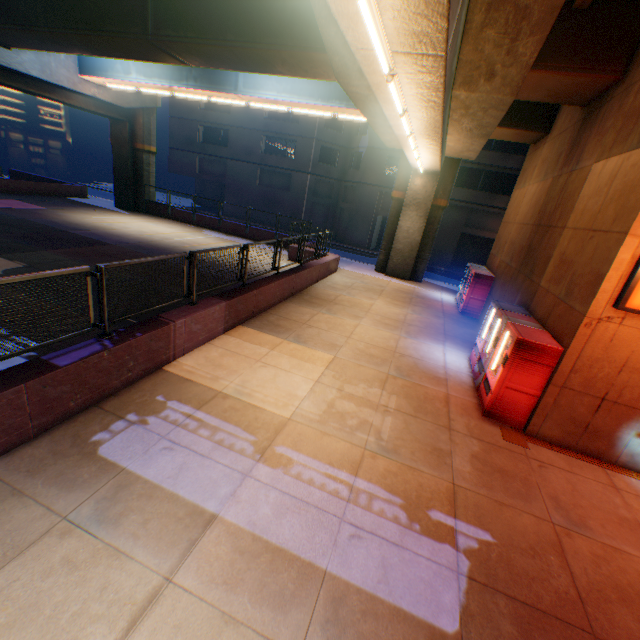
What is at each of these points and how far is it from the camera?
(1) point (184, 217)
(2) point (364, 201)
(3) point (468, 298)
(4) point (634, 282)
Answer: (1) concrete block, 24.62m
(2) building, 30.08m
(3) vending machine, 14.71m
(4) sign, 5.44m

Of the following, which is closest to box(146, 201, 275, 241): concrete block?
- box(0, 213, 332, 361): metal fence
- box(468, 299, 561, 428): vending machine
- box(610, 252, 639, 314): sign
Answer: box(0, 213, 332, 361): metal fence

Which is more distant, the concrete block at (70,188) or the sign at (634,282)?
the concrete block at (70,188)

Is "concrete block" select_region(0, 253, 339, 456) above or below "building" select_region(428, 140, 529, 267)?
below

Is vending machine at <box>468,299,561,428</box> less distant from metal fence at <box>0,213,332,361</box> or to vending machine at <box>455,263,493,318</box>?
vending machine at <box>455,263,493,318</box>

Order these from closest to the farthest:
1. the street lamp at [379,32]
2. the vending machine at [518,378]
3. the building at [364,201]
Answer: the street lamp at [379,32] → the vending machine at [518,378] → the building at [364,201]

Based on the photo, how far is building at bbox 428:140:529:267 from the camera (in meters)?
25.86
